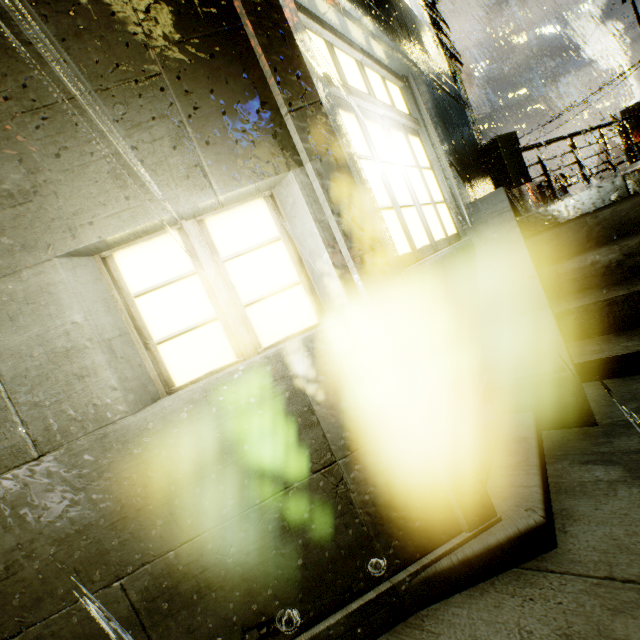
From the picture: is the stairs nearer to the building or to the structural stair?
the structural stair

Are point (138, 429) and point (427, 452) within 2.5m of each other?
yes

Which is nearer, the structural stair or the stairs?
the structural stair

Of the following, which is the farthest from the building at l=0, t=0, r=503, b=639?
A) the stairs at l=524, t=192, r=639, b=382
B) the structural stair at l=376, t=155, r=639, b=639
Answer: the stairs at l=524, t=192, r=639, b=382

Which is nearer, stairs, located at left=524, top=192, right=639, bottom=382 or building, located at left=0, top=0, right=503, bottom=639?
building, located at left=0, top=0, right=503, bottom=639

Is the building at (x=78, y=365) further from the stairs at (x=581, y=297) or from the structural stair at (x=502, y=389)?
the stairs at (x=581, y=297)
